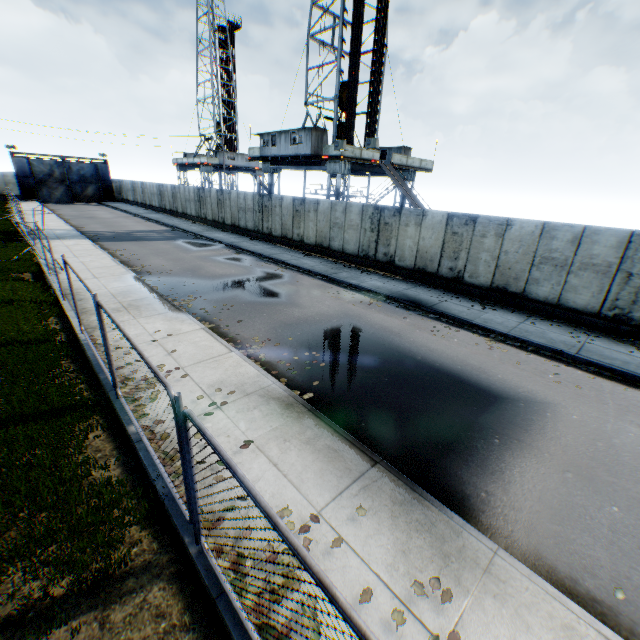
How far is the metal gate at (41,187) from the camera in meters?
43.3 m

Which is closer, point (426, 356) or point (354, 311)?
point (426, 356)

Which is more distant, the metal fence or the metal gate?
the metal gate

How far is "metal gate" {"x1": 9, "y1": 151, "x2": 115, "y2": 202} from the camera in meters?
43.3

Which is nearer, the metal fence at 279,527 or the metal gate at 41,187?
the metal fence at 279,527
